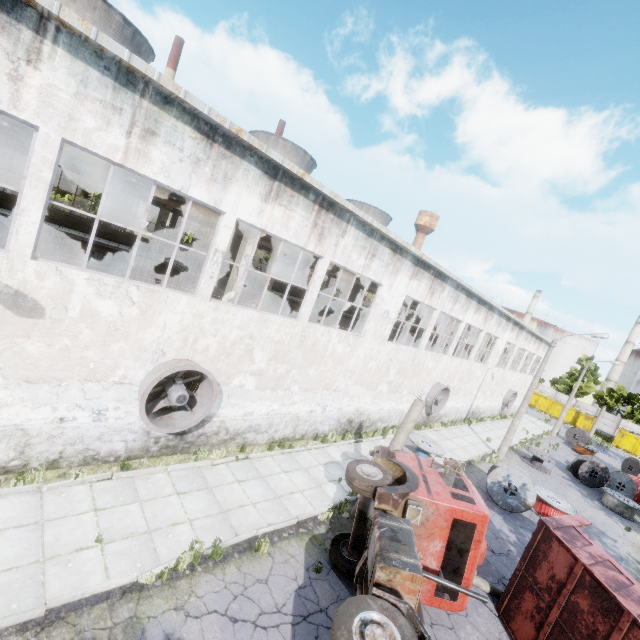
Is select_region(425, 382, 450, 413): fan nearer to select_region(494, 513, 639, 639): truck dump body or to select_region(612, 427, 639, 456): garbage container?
select_region(494, 513, 639, 639): truck dump body

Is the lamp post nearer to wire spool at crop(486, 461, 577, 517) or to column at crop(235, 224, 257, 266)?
column at crop(235, 224, 257, 266)

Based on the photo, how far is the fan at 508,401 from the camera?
34.1m

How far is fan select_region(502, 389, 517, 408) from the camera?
34.06m

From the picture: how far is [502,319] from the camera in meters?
26.3

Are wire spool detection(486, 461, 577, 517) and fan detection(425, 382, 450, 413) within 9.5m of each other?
yes

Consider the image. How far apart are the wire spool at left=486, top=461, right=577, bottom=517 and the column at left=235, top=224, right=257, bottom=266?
14.2m

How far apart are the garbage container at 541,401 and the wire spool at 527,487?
43.30m
